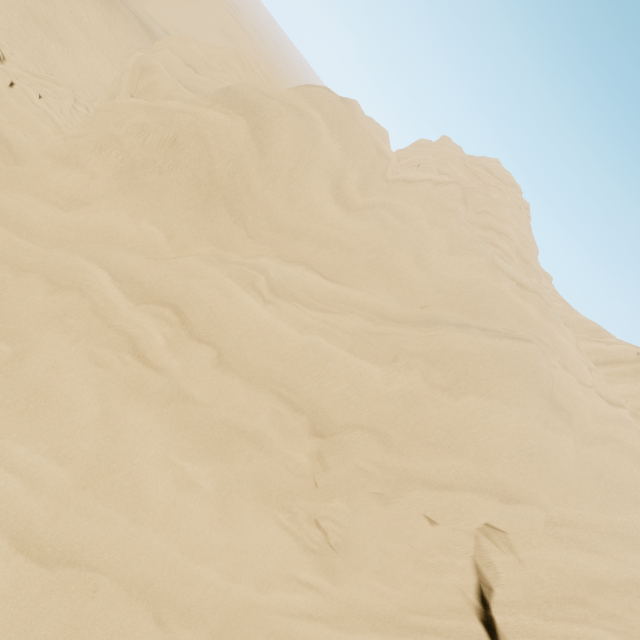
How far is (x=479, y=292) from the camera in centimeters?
856cm
